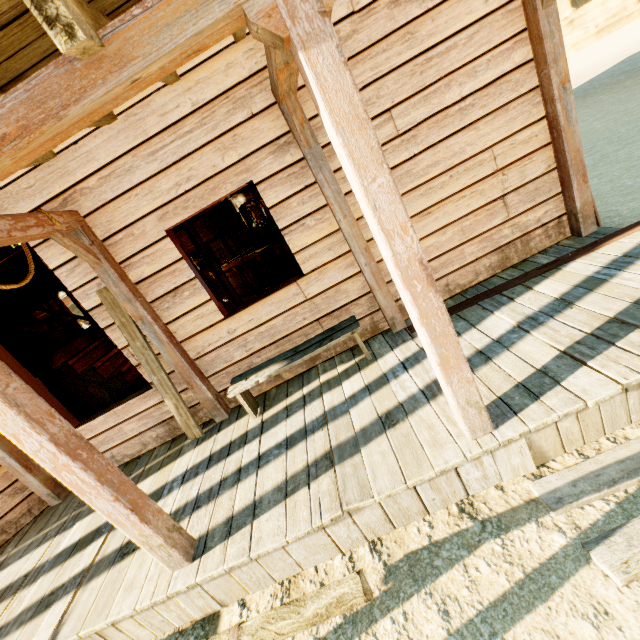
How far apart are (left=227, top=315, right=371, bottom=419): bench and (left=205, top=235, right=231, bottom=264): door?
11.0m

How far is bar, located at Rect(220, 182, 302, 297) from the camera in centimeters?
835cm

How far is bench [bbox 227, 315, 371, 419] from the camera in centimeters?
346cm

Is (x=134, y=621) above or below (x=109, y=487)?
below

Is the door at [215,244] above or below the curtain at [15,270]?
below

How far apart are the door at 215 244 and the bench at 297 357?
11.0m

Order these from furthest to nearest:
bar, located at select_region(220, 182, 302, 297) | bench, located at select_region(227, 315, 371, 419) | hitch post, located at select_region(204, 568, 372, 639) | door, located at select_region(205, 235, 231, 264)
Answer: door, located at select_region(205, 235, 231, 264) < bar, located at select_region(220, 182, 302, 297) < bench, located at select_region(227, 315, 371, 419) < hitch post, located at select_region(204, 568, 372, 639)

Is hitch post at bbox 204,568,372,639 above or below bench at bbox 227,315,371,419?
above
